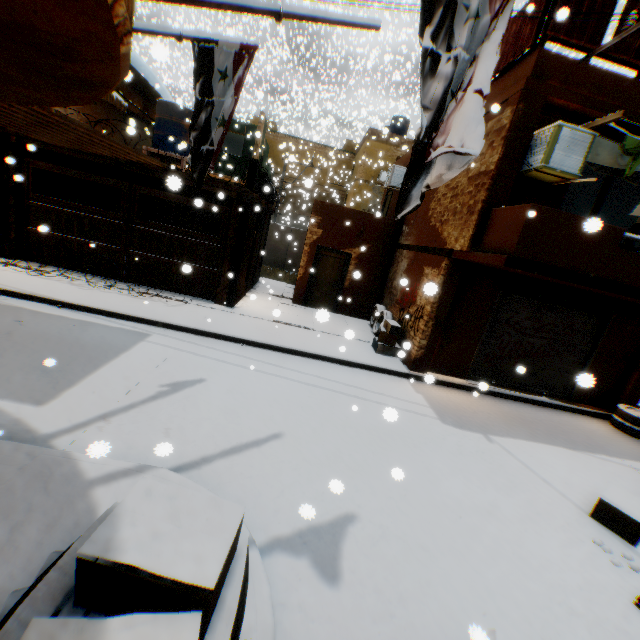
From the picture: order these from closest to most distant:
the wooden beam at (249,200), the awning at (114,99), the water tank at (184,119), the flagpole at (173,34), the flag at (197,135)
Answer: the flagpole at (173,34)
the flag at (197,135)
the wooden beam at (249,200)
the awning at (114,99)
the water tank at (184,119)

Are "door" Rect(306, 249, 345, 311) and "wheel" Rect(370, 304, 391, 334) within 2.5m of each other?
yes

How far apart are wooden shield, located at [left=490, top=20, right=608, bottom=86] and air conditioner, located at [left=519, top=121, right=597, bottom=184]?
0.6 meters

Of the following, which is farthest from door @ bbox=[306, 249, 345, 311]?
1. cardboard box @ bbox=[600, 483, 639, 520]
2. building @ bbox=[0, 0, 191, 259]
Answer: cardboard box @ bbox=[600, 483, 639, 520]

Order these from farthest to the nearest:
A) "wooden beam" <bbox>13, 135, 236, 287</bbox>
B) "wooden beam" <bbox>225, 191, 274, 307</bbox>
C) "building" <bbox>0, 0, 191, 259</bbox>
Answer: "wooden beam" <bbox>225, 191, 274, 307</bbox>
"wooden beam" <bbox>13, 135, 236, 287</bbox>
"building" <bbox>0, 0, 191, 259</bbox>

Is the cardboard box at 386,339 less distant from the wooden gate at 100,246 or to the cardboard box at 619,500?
the wooden gate at 100,246

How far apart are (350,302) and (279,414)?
8.3m

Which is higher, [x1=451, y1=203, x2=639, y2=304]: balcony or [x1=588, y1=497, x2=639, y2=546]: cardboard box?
[x1=451, y1=203, x2=639, y2=304]: balcony
